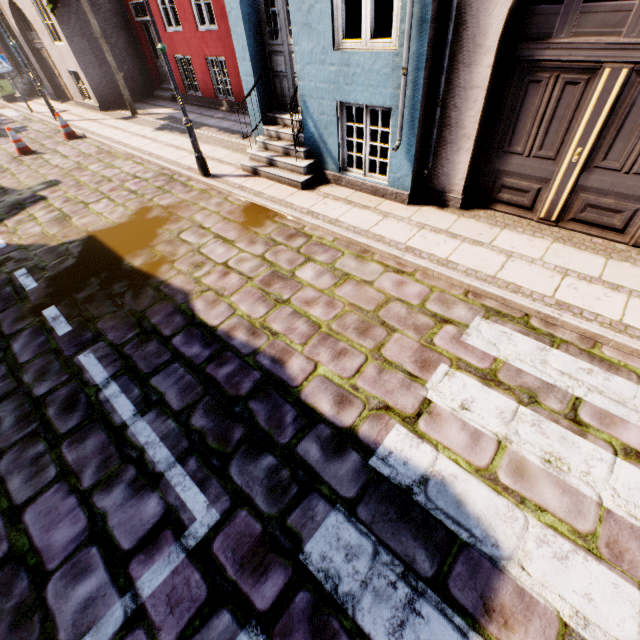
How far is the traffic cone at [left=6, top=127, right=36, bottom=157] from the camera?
9.6m

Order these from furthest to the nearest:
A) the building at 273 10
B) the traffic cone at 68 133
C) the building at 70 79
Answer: the building at 70 79 < the traffic cone at 68 133 < the building at 273 10

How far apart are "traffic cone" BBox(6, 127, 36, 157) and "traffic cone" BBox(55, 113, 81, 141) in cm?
88

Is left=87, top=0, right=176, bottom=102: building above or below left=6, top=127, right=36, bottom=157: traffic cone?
above

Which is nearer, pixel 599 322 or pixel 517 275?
pixel 599 322

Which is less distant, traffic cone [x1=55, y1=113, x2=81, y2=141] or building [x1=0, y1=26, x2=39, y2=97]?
traffic cone [x1=55, y1=113, x2=81, y2=141]

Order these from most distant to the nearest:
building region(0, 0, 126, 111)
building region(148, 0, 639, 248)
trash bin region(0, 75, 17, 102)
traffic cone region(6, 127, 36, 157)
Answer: trash bin region(0, 75, 17, 102)
building region(0, 0, 126, 111)
traffic cone region(6, 127, 36, 157)
building region(148, 0, 639, 248)

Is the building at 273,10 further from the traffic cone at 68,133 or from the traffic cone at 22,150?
the traffic cone at 22,150
